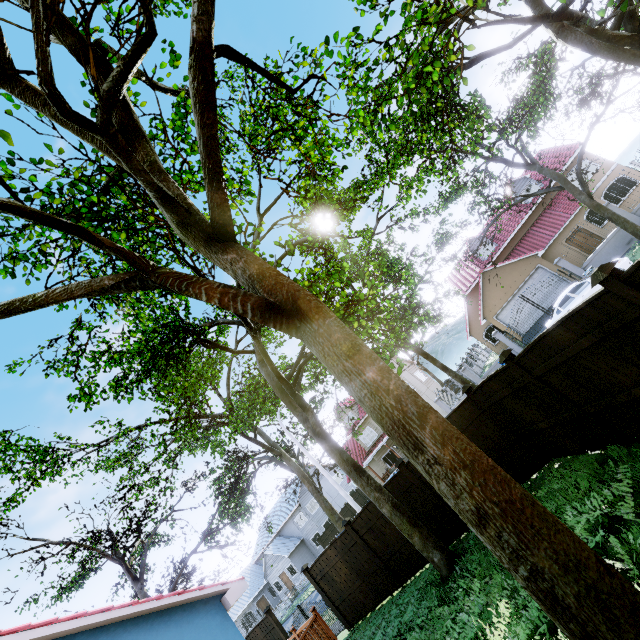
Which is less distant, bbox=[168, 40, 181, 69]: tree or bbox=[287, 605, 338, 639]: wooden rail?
bbox=[168, 40, 181, 69]: tree

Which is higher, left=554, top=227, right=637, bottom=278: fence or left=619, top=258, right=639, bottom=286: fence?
left=619, top=258, right=639, bottom=286: fence

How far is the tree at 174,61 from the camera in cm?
518

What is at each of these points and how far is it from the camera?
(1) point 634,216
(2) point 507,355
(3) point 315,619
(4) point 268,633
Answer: (1) fence, 18.2 meters
(2) fence post, 6.6 meters
(3) wooden rail, 8.9 meters
(4) fence, 14.2 meters

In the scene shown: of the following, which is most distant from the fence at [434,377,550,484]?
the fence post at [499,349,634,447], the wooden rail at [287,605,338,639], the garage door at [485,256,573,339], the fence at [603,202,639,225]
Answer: the fence at [603,202,639,225]

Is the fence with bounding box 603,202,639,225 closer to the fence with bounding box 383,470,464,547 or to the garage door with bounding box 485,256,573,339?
the garage door with bounding box 485,256,573,339

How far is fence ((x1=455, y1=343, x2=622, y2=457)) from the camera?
6.50m

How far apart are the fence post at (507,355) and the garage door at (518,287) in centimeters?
2169cm
